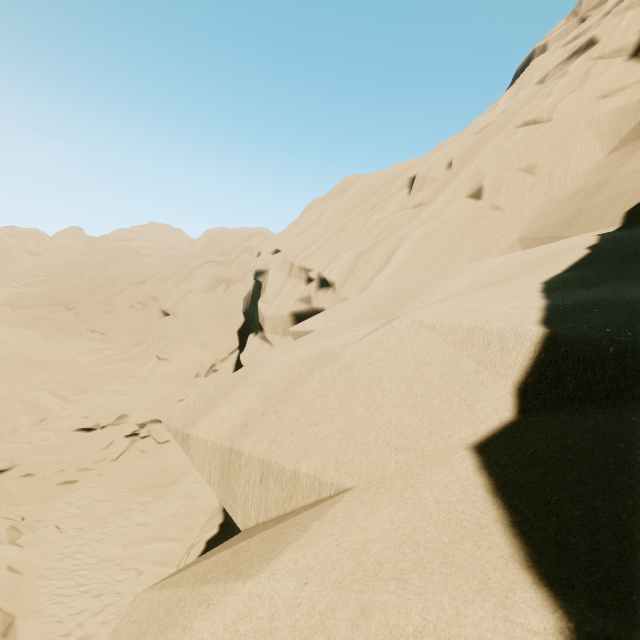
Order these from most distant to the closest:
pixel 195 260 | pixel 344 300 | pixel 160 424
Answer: pixel 195 260
pixel 160 424
pixel 344 300
